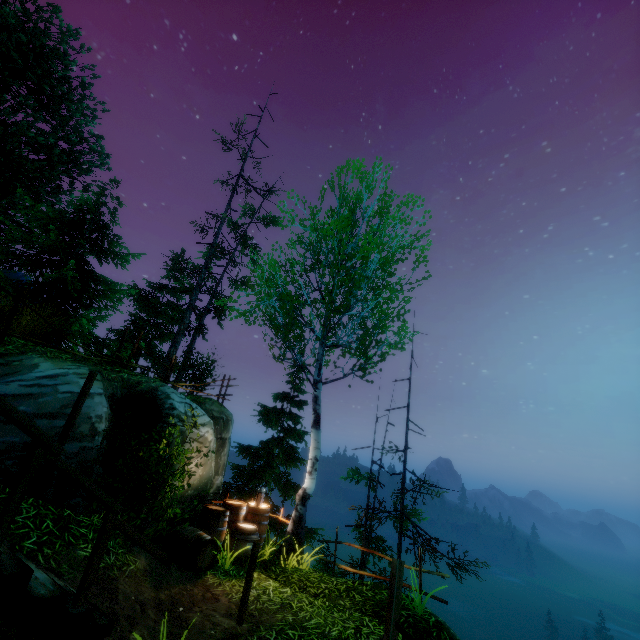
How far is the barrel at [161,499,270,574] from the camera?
6.6 meters

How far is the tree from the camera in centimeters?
998cm

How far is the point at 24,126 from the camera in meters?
14.7

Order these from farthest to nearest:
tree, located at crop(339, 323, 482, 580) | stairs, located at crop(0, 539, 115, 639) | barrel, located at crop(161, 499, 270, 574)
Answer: tree, located at crop(339, 323, 482, 580), barrel, located at crop(161, 499, 270, 574), stairs, located at crop(0, 539, 115, 639)

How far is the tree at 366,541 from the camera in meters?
10.0 m

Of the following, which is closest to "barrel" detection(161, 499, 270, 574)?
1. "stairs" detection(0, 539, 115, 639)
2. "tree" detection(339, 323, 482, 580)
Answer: "stairs" detection(0, 539, 115, 639)

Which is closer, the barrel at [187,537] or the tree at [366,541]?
the barrel at [187,537]
